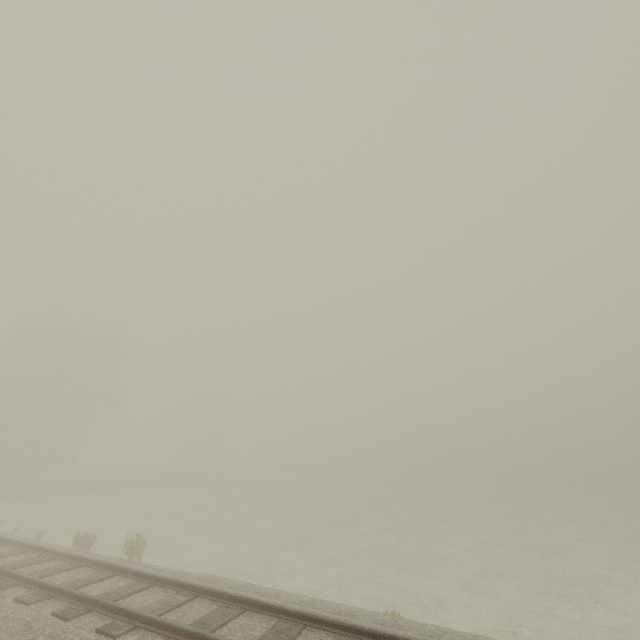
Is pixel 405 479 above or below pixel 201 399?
below
